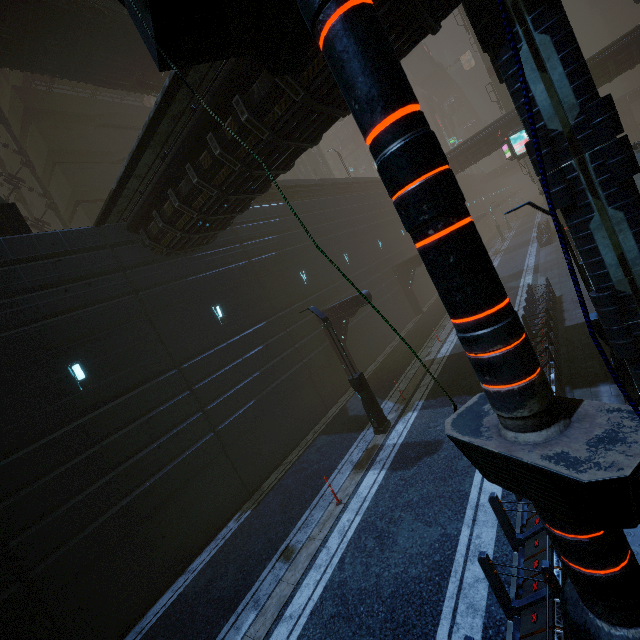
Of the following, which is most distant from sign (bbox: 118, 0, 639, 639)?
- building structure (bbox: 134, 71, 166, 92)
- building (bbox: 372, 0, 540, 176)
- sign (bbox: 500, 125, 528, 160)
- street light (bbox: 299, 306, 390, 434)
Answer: sign (bbox: 500, 125, 528, 160)

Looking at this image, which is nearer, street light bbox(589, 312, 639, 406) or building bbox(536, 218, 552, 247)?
street light bbox(589, 312, 639, 406)

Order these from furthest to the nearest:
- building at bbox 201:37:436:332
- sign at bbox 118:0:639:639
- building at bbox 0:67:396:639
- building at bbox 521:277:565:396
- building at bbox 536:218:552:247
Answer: building at bbox 536:218:552:247
building at bbox 521:277:565:396
building at bbox 0:67:396:639
building at bbox 201:37:436:332
sign at bbox 118:0:639:639

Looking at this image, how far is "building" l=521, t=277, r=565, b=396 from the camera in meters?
9.5

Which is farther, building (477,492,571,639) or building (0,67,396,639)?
building (0,67,396,639)

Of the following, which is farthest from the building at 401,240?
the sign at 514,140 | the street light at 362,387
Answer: the street light at 362,387

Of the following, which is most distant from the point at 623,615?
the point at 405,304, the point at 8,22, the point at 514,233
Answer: the point at 514,233

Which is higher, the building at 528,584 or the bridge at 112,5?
the bridge at 112,5
